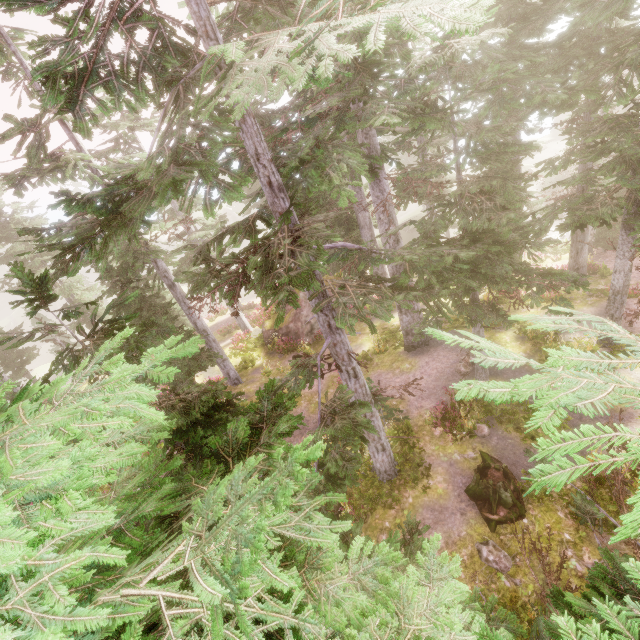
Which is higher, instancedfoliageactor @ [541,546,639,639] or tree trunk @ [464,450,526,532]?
instancedfoliageactor @ [541,546,639,639]

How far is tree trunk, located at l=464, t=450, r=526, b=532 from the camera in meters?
9.3 m

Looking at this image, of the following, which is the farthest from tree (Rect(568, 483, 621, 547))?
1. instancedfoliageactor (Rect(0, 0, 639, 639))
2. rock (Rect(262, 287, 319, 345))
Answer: rock (Rect(262, 287, 319, 345))

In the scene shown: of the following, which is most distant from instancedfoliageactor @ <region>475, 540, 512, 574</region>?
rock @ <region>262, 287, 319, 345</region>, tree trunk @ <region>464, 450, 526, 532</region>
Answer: tree trunk @ <region>464, 450, 526, 532</region>

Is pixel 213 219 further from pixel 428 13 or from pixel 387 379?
pixel 428 13

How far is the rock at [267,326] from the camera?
21.9m

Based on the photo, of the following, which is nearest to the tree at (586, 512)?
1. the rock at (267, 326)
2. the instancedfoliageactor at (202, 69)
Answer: the instancedfoliageactor at (202, 69)

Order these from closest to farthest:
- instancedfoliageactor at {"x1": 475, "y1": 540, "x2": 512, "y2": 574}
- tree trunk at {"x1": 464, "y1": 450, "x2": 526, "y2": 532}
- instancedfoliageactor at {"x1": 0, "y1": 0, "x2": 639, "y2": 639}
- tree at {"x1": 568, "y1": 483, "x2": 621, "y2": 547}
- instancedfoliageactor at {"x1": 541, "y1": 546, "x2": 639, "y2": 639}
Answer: instancedfoliageactor at {"x1": 0, "y1": 0, "x2": 639, "y2": 639}
instancedfoliageactor at {"x1": 541, "y1": 546, "x2": 639, "y2": 639}
tree at {"x1": 568, "y1": 483, "x2": 621, "y2": 547}
instancedfoliageactor at {"x1": 475, "y1": 540, "x2": 512, "y2": 574}
tree trunk at {"x1": 464, "y1": 450, "x2": 526, "y2": 532}
